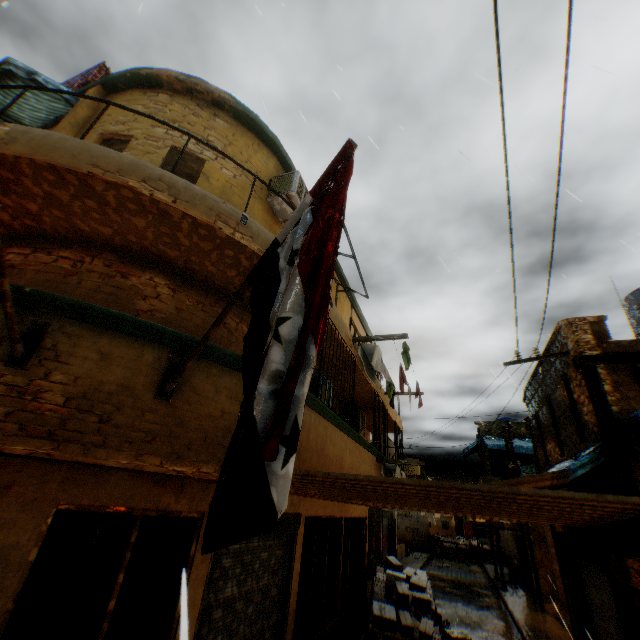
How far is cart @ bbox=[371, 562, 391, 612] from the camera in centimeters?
1058cm

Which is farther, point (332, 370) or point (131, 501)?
→ point (332, 370)

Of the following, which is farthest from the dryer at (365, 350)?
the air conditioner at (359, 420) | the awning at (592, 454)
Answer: the awning at (592, 454)

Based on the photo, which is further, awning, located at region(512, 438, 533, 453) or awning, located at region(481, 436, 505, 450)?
awning, located at region(481, 436, 505, 450)

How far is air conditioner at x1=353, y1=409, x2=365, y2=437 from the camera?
10.6m

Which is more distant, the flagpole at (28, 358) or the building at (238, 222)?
the building at (238, 222)

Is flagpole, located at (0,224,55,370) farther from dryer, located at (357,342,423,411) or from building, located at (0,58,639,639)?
dryer, located at (357,342,423,411)

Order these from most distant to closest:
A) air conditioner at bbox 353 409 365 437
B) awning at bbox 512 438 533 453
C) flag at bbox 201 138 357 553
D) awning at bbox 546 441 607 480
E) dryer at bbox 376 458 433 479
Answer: awning at bbox 512 438 533 453 → air conditioner at bbox 353 409 365 437 → dryer at bbox 376 458 433 479 → awning at bbox 546 441 607 480 → flag at bbox 201 138 357 553
